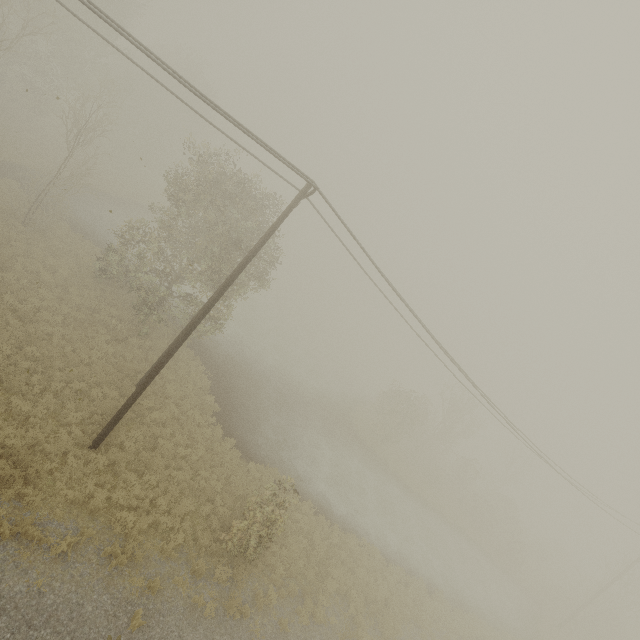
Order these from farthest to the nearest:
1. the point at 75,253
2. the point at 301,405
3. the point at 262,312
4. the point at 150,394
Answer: the point at 262,312 < the point at 301,405 < the point at 75,253 < the point at 150,394

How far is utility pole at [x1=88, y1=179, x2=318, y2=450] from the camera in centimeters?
1066cm

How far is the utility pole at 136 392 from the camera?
10.66m
